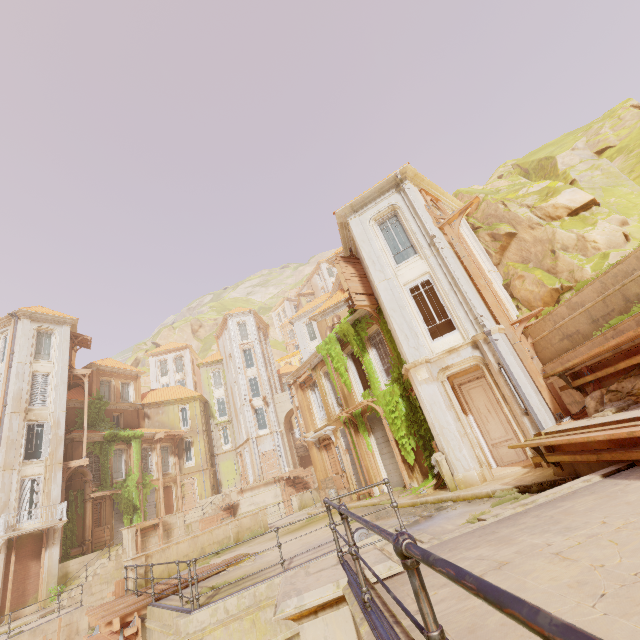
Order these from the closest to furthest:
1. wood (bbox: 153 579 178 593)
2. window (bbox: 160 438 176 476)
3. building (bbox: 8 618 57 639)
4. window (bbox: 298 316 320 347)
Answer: wood (bbox: 153 579 178 593) → building (bbox: 8 618 57 639) → window (bbox: 160 438 176 476) → window (bbox: 298 316 320 347)

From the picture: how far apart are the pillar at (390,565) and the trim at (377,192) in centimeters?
1372cm

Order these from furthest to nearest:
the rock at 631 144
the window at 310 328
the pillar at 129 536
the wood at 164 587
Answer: the window at 310 328 < the pillar at 129 536 < the rock at 631 144 < the wood at 164 587

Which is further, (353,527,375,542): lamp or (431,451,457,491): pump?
(431,451,457,491): pump

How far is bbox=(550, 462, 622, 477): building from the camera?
6.5m

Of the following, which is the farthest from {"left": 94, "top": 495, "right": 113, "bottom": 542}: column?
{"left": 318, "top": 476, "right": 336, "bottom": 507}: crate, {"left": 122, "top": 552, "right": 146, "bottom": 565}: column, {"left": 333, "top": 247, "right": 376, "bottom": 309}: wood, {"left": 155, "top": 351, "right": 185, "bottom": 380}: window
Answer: {"left": 333, "top": 247, "right": 376, "bottom": 309}: wood

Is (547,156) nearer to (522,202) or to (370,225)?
(522,202)

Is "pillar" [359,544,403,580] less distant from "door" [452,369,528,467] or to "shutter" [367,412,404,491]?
"door" [452,369,528,467]
